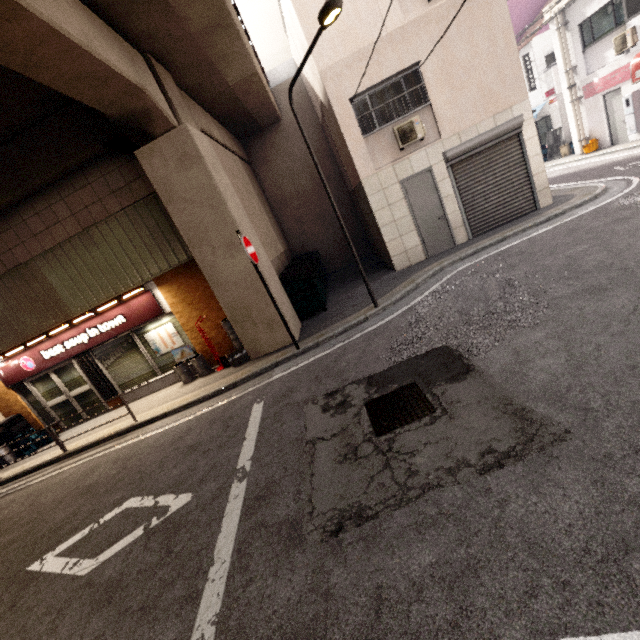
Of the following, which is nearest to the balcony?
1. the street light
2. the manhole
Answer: the street light

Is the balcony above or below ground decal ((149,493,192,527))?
above

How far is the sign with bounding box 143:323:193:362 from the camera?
9.42m

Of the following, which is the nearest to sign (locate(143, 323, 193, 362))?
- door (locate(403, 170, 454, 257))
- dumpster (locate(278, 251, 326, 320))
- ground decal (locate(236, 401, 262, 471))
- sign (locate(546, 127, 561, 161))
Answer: dumpster (locate(278, 251, 326, 320))

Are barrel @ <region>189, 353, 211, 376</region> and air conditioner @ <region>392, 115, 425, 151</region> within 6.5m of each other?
no

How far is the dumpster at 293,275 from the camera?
9.4m

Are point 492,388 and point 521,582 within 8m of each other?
yes

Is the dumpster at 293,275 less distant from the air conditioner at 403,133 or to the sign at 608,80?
the air conditioner at 403,133
